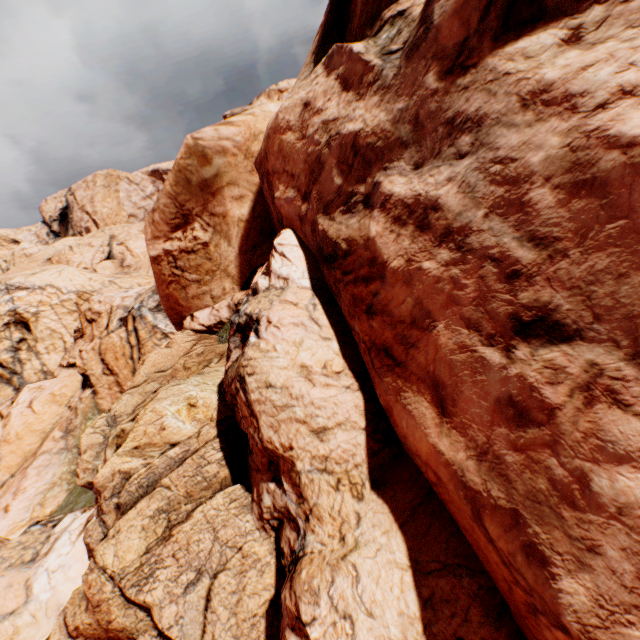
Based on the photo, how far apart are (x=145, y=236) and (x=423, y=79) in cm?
515
